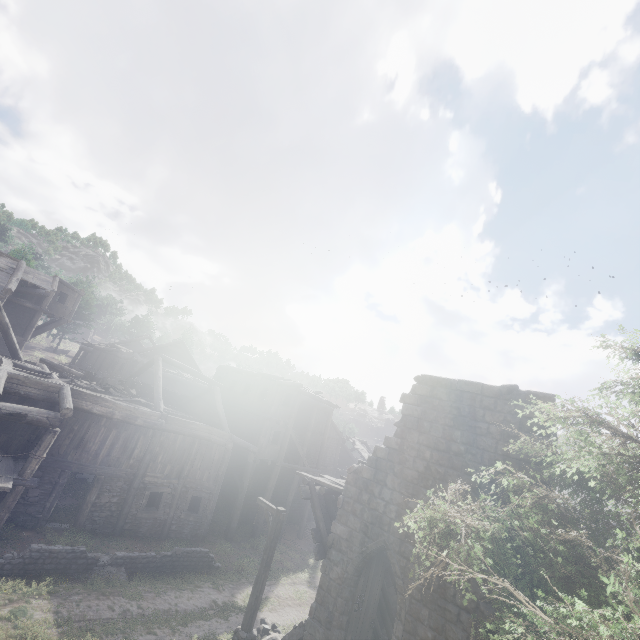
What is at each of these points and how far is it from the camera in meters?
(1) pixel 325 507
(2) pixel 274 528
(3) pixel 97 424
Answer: (1) wooden plank rubble, 13.2 m
(2) wooden lamp post, 11.0 m
(3) building, 15.3 m

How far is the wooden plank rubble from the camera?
11.73m

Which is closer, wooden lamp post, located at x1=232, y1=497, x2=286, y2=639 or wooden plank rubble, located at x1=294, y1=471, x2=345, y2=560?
wooden lamp post, located at x1=232, y1=497, x2=286, y2=639

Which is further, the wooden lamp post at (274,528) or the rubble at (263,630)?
the rubble at (263,630)

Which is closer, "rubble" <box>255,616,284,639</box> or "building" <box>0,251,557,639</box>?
"building" <box>0,251,557,639</box>

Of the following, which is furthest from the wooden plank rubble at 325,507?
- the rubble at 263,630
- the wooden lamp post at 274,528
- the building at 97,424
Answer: the rubble at 263,630

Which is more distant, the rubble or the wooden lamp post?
the rubble

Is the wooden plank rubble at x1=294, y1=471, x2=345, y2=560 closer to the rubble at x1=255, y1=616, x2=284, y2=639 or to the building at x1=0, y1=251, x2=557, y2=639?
the building at x1=0, y1=251, x2=557, y2=639
